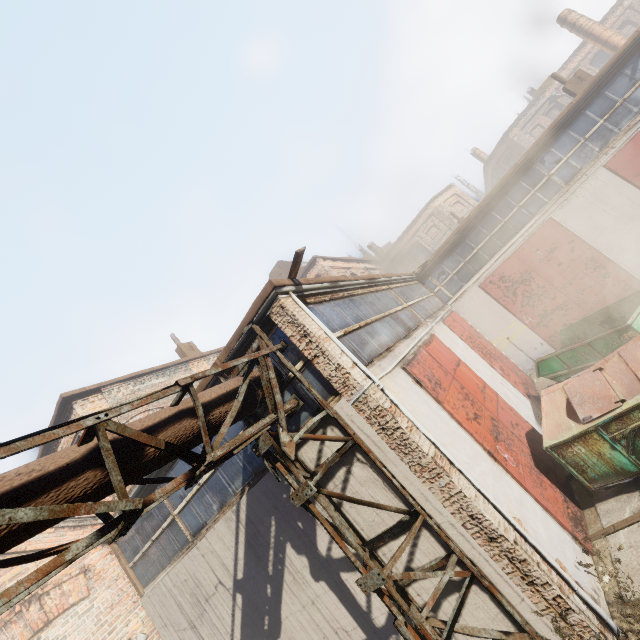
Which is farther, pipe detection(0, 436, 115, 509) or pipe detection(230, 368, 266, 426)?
pipe detection(230, 368, 266, 426)

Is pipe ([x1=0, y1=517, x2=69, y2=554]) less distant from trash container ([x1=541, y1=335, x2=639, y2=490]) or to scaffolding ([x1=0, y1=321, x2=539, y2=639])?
scaffolding ([x1=0, y1=321, x2=539, y2=639])

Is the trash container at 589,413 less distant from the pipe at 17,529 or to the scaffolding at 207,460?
→ the scaffolding at 207,460

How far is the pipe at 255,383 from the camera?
4.75m

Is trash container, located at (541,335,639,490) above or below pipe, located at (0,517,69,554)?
below

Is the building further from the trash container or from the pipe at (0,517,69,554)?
the pipe at (0,517,69,554)

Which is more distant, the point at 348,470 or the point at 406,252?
the point at 406,252

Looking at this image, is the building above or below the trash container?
above
